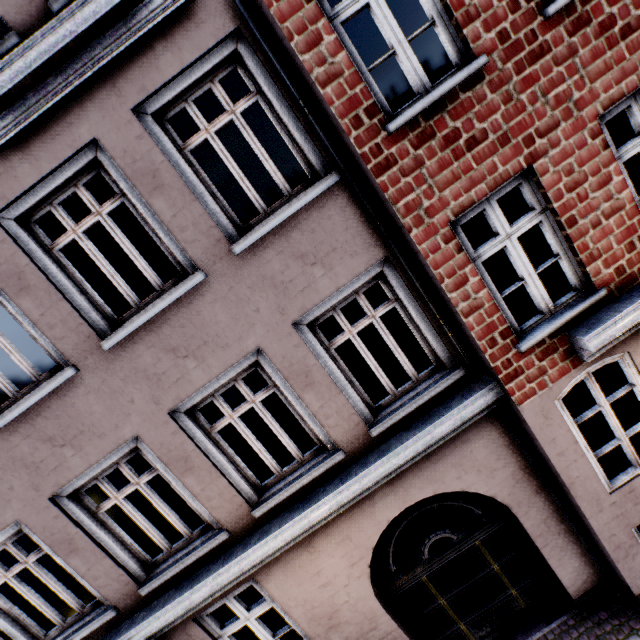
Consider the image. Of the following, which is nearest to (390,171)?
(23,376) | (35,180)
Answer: (35,180)
